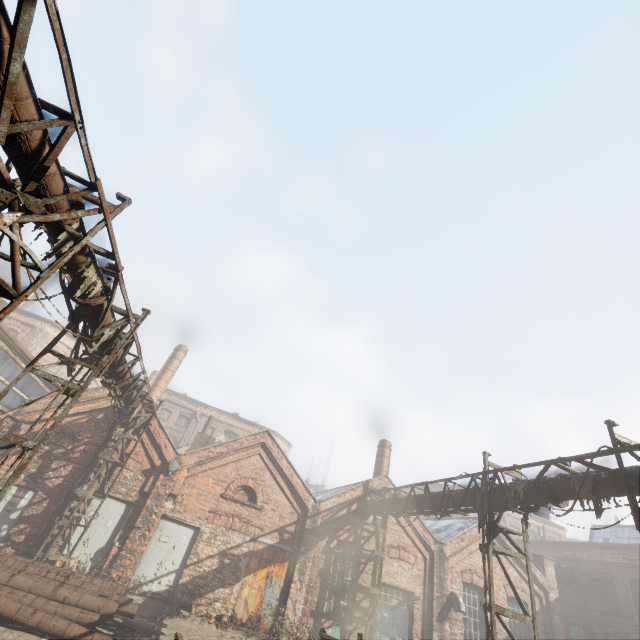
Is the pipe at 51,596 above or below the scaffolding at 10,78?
below

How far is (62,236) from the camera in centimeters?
515cm

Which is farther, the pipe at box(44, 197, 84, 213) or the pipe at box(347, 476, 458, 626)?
the pipe at box(347, 476, 458, 626)

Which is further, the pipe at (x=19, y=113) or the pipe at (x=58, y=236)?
the pipe at (x=58, y=236)

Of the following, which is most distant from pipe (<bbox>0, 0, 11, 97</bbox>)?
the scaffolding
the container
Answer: the container

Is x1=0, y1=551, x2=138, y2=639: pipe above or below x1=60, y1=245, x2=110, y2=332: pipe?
below

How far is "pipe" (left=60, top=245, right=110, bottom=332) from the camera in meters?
6.0

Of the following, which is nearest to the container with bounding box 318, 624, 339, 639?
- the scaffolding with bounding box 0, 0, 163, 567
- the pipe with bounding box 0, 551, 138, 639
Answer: the pipe with bounding box 0, 551, 138, 639
